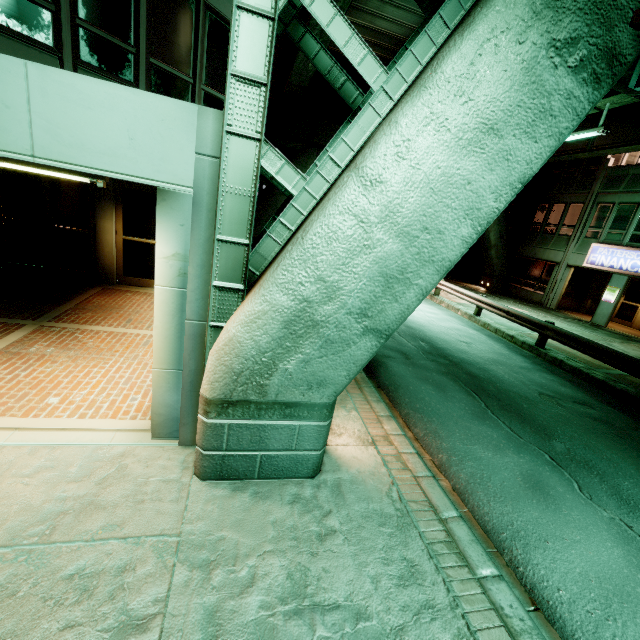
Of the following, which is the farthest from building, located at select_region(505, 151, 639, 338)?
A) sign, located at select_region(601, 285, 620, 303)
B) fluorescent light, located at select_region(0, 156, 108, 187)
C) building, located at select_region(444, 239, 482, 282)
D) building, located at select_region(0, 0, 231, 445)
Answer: fluorescent light, located at select_region(0, 156, 108, 187)

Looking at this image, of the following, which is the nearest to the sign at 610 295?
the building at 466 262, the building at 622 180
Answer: the building at 622 180

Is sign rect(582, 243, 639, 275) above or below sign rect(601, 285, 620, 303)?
above

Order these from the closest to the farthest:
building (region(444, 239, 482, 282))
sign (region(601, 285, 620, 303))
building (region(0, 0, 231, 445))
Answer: building (region(0, 0, 231, 445)) → sign (region(601, 285, 620, 303)) → building (region(444, 239, 482, 282))

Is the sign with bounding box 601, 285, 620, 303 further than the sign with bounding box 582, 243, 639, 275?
Yes

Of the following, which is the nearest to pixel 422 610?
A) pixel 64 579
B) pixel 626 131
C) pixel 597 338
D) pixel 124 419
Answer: pixel 64 579

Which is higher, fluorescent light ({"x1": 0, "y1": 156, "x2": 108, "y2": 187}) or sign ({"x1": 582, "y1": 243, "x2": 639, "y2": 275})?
sign ({"x1": 582, "y1": 243, "x2": 639, "y2": 275})

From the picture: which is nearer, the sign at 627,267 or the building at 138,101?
the building at 138,101
